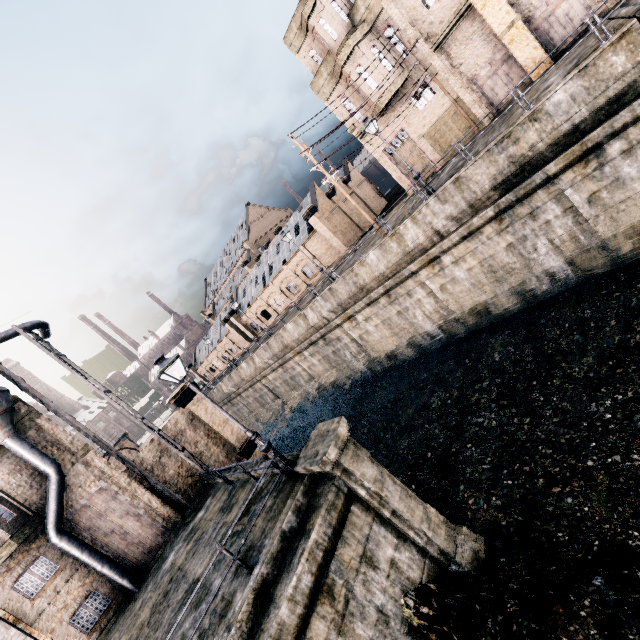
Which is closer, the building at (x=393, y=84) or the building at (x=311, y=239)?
the building at (x=393, y=84)

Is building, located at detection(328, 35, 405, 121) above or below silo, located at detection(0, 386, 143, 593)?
above

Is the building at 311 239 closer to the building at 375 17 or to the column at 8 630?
the building at 375 17

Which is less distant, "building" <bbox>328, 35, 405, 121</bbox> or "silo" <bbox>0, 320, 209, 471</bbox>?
"silo" <bbox>0, 320, 209, 471</bbox>

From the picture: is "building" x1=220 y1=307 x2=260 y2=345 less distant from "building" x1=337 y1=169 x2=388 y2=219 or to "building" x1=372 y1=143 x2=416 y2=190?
"building" x1=337 y1=169 x2=388 y2=219

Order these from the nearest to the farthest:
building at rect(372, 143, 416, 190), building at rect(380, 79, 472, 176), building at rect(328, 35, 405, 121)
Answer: building at rect(328, 35, 405, 121)
building at rect(380, 79, 472, 176)
building at rect(372, 143, 416, 190)

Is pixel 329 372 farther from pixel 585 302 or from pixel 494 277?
pixel 585 302

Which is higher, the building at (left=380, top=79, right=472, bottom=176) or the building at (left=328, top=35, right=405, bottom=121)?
the building at (left=328, top=35, right=405, bottom=121)
